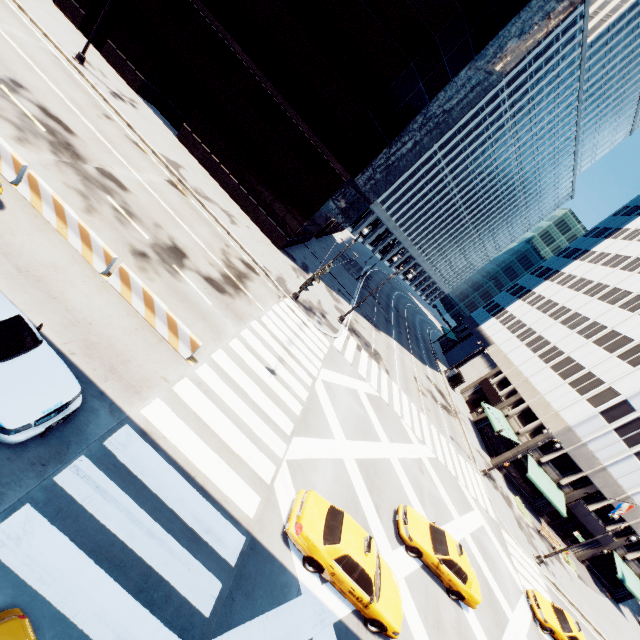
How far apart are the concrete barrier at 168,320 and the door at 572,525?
46.62m

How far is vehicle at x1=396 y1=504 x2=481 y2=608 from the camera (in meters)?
14.20

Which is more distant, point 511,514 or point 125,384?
point 511,514

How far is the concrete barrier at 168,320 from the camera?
11.5 meters

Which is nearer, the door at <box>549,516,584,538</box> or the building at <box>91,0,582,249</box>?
the building at <box>91,0,582,249</box>

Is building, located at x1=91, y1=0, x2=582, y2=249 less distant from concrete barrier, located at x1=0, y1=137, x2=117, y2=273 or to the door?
concrete barrier, located at x1=0, y1=137, x2=117, y2=273

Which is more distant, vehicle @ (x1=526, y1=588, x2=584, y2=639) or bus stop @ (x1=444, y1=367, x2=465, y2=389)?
bus stop @ (x1=444, y1=367, x2=465, y2=389)

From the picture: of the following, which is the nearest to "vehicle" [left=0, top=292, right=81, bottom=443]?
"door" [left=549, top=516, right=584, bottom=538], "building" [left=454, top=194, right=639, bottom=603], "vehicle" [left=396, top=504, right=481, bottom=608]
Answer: "vehicle" [left=396, top=504, right=481, bottom=608]
